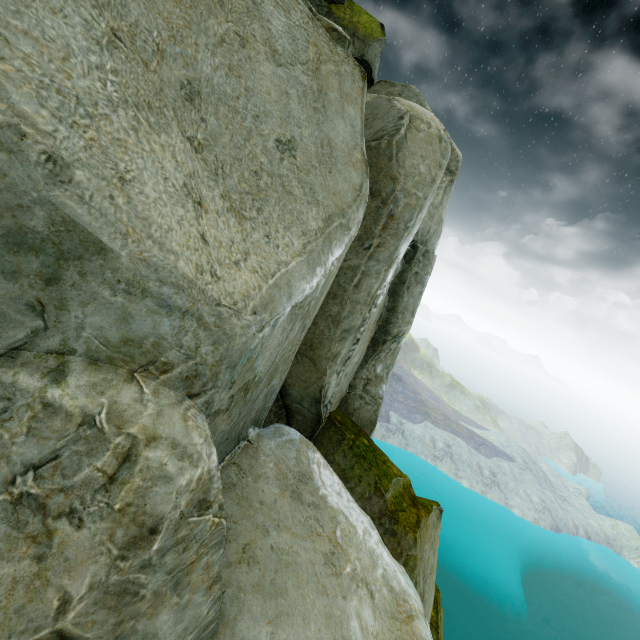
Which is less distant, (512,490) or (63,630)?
(63,630)
